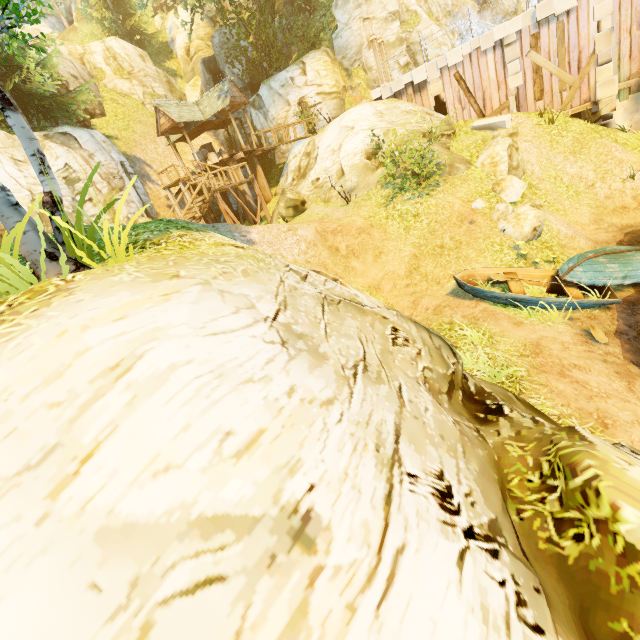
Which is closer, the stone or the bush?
the bush

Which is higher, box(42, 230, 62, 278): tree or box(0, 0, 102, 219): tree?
box(0, 0, 102, 219): tree

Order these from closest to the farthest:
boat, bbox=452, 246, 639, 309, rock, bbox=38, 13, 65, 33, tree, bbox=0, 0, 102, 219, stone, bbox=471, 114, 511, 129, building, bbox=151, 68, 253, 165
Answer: tree, bbox=0, 0, 102, 219, boat, bbox=452, 246, 639, 309, stone, bbox=471, 114, 511, 129, building, bbox=151, 68, 253, 165, rock, bbox=38, 13, 65, 33

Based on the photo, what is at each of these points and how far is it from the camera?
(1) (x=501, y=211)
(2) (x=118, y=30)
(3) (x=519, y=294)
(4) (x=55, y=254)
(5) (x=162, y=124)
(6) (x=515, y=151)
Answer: (1) rock, 11.0m
(2) tree, 31.0m
(3) boat, 8.6m
(4) tree, 3.8m
(5) building, 20.5m
(6) rock, 12.6m

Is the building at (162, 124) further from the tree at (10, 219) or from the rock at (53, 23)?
the rock at (53, 23)

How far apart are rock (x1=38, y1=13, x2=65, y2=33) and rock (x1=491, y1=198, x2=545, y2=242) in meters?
58.1

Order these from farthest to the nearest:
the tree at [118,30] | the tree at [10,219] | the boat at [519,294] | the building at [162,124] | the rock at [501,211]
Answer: the tree at [118,30]
the building at [162,124]
the rock at [501,211]
the boat at [519,294]
the tree at [10,219]

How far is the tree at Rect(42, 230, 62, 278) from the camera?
3.8m
